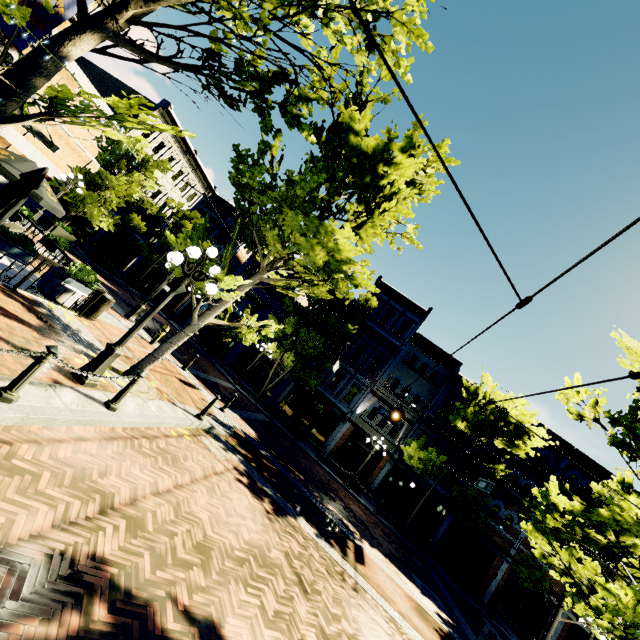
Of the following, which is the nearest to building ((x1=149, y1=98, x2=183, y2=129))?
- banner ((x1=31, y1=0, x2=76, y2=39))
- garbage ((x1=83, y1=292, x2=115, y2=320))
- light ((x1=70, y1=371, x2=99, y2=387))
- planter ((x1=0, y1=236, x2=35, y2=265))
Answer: garbage ((x1=83, y1=292, x2=115, y2=320))

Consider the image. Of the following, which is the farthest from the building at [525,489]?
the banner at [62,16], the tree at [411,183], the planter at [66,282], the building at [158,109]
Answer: the banner at [62,16]

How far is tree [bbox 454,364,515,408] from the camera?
17.8m

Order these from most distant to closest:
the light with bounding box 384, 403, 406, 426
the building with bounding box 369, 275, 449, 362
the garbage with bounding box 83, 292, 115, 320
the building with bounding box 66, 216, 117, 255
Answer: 1. the building with bounding box 66, 216, 117, 255
2. the building with bounding box 369, 275, 449, 362
3. the light with bounding box 384, 403, 406, 426
4. the garbage with bounding box 83, 292, 115, 320

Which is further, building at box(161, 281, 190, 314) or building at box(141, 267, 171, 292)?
building at box(141, 267, 171, 292)

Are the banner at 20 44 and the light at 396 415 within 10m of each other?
no

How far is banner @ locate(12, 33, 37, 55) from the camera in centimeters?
550cm

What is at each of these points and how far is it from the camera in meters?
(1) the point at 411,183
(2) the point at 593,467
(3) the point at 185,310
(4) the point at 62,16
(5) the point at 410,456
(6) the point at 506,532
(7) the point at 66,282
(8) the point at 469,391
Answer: (1) tree, 8.6
(2) building, 22.3
(3) building, 30.0
(4) banner, 5.7
(5) tree, 20.9
(6) building, 21.6
(7) planter, 8.3
(8) tree, 20.8
